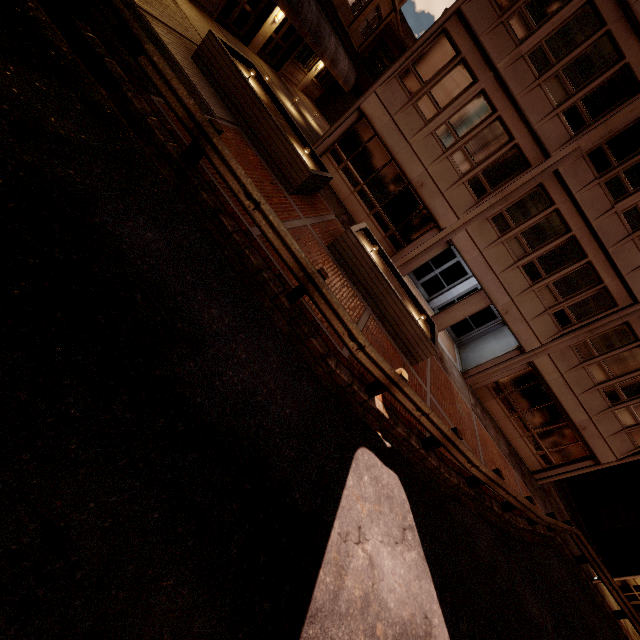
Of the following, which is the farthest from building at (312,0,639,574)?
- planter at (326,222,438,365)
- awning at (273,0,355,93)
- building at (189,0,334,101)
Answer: building at (189,0,334,101)

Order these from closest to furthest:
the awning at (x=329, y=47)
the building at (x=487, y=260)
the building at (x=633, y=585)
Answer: the building at (x=487, y=260) < the awning at (x=329, y=47) < the building at (x=633, y=585)

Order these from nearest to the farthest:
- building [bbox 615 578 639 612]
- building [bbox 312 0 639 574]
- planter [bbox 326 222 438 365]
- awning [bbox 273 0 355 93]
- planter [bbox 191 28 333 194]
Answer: planter [bbox 191 28 333 194]
planter [bbox 326 222 438 365]
building [bbox 312 0 639 574]
awning [bbox 273 0 355 93]
building [bbox 615 578 639 612]

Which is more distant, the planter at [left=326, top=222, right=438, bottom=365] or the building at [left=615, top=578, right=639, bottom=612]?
the building at [left=615, top=578, right=639, bottom=612]

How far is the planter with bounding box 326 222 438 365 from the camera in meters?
10.3

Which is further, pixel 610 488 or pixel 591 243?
pixel 610 488

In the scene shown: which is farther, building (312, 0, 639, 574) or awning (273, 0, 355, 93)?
awning (273, 0, 355, 93)

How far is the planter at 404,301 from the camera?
10.26m
